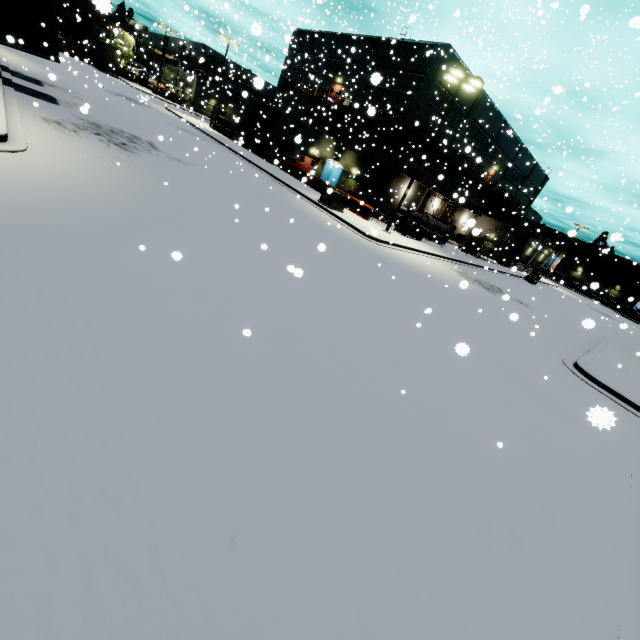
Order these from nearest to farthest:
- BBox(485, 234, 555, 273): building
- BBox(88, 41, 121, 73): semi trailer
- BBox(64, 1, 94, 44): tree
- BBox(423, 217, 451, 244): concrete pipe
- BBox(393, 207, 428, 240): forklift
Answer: BBox(393, 207, 428, 240): forklift → BBox(423, 217, 451, 244): concrete pipe → BBox(485, 234, 555, 273): building → BBox(88, 41, 121, 73): semi trailer → BBox(64, 1, 94, 44): tree

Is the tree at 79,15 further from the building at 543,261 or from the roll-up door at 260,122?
the roll-up door at 260,122

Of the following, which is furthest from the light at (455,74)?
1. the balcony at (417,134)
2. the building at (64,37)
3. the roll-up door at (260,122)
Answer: the roll-up door at (260,122)

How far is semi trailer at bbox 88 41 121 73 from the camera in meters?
52.5 m

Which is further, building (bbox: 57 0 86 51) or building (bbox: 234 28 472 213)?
building (bbox: 57 0 86 51)

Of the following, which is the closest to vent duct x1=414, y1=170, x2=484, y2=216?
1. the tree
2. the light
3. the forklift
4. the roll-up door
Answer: the forklift

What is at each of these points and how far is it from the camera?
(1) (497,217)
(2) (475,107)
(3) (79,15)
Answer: (1) building, 53.44m
(2) building, 34.19m
(3) tree, 58.72m

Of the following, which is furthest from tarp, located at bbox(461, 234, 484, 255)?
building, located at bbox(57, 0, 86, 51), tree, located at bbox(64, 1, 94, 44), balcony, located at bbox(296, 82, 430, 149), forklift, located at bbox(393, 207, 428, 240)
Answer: tree, located at bbox(64, 1, 94, 44)
